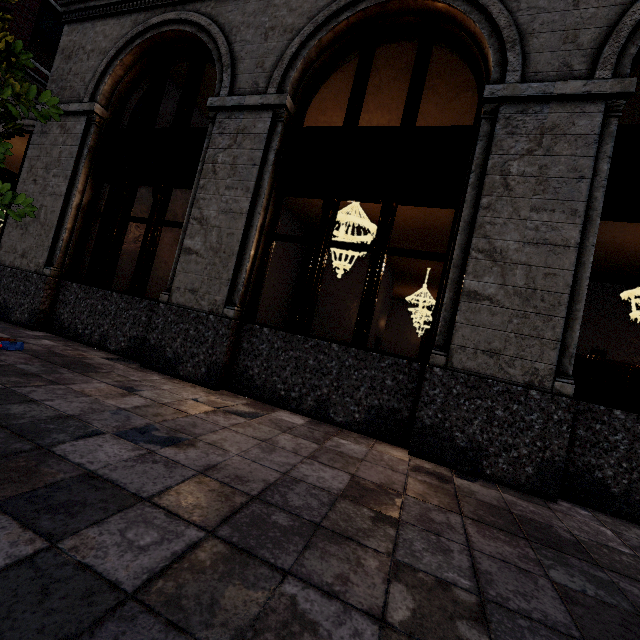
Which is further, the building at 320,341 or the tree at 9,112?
the building at 320,341

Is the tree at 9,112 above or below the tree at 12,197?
above

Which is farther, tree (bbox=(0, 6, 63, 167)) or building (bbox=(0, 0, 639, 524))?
building (bbox=(0, 0, 639, 524))

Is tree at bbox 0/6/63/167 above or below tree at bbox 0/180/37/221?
above

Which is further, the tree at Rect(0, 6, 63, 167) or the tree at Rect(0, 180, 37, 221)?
the tree at Rect(0, 180, 37, 221)

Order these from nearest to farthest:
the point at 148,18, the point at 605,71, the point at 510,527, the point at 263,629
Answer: the point at 263,629 < the point at 510,527 < the point at 605,71 < the point at 148,18
